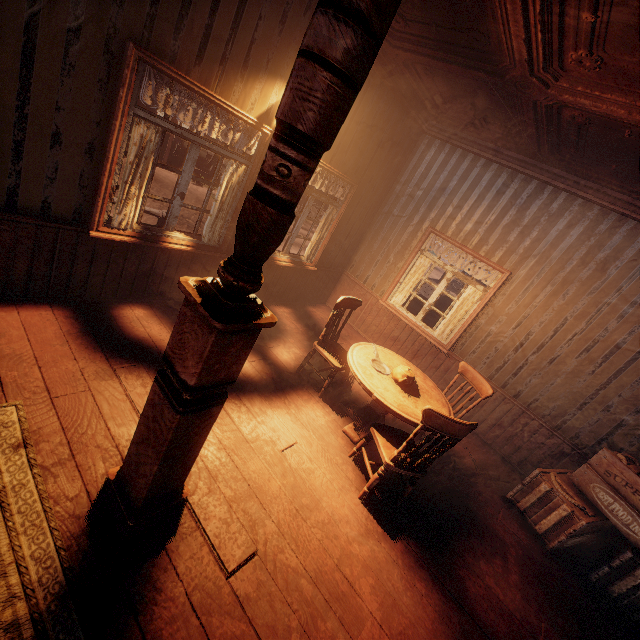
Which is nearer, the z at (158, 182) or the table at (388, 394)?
the table at (388, 394)

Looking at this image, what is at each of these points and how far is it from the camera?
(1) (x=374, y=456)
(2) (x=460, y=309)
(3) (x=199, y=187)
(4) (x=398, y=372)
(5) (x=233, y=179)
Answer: (1) building, 3.68m
(2) curtain, 5.50m
(3) z, 15.12m
(4) teapot, 3.60m
(5) curtain, 3.81m

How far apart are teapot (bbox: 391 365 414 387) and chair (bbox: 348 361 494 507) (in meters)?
0.48

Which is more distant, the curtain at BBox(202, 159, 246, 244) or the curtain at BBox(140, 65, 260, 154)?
the curtain at BBox(202, 159, 246, 244)

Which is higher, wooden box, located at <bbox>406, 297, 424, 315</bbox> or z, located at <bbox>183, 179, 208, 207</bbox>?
wooden box, located at <bbox>406, 297, 424, 315</bbox>

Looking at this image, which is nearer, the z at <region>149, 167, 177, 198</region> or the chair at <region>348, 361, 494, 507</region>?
the chair at <region>348, 361, 494, 507</region>

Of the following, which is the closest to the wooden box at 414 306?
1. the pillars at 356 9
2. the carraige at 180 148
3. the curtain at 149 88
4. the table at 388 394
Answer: the curtain at 149 88

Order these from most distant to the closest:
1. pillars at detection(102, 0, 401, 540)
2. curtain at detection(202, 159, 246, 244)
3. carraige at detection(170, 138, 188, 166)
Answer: carraige at detection(170, 138, 188, 166) < curtain at detection(202, 159, 246, 244) < pillars at detection(102, 0, 401, 540)
